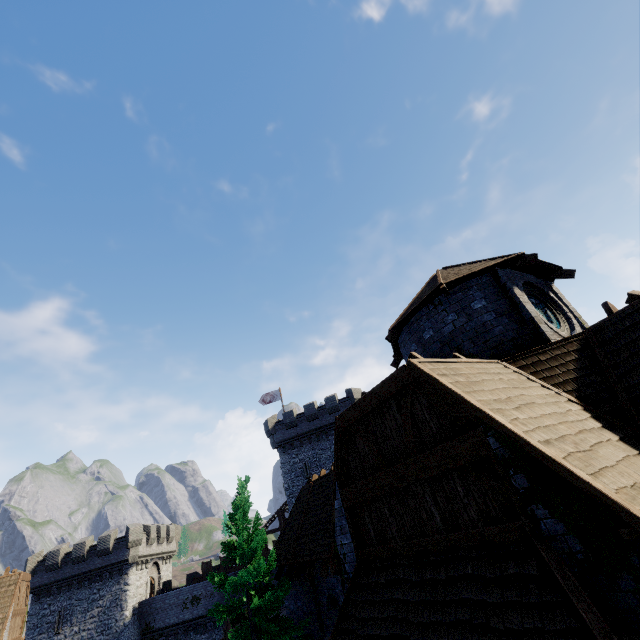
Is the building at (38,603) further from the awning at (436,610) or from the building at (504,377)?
the awning at (436,610)

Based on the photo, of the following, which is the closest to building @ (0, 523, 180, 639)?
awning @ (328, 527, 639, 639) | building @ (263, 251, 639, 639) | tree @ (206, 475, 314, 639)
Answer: building @ (263, 251, 639, 639)

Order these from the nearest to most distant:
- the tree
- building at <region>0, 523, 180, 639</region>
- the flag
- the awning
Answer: the awning, the tree, building at <region>0, 523, 180, 639</region>, the flag

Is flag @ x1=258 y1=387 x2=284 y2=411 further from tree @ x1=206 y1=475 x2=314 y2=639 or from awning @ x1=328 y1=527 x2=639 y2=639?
awning @ x1=328 y1=527 x2=639 y2=639

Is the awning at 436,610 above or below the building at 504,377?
below

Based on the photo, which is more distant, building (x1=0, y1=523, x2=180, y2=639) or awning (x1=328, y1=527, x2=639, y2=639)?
building (x1=0, y1=523, x2=180, y2=639)

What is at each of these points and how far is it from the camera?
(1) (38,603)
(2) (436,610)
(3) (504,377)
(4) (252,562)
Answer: (1) building, 31.8m
(2) awning, 4.9m
(3) building, 6.8m
(4) tree, 13.5m

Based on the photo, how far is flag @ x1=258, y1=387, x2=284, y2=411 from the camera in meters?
39.3
